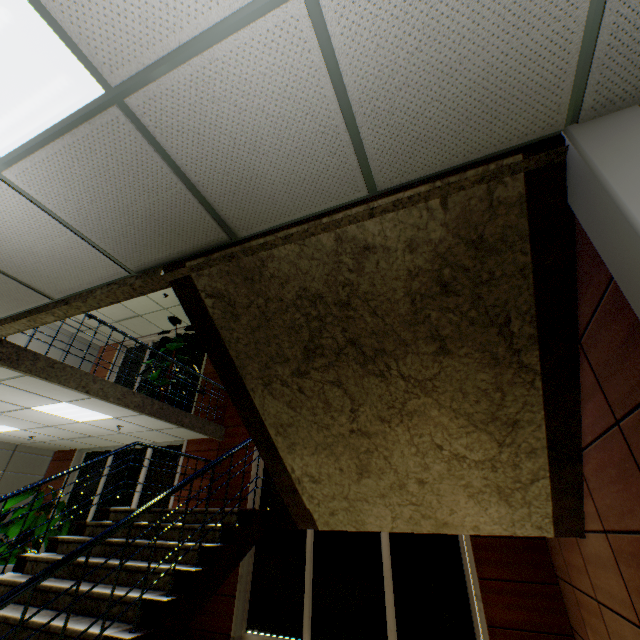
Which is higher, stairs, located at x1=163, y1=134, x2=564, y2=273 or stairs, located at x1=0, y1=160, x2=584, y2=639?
stairs, located at x1=163, y1=134, x2=564, y2=273

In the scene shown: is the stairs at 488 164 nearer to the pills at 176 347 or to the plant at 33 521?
the pills at 176 347

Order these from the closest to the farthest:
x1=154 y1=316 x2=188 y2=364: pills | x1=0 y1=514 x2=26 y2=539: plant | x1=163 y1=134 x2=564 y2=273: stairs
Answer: x1=163 y1=134 x2=564 y2=273: stairs, x1=0 y1=514 x2=26 y2=539: plant, x1=154 y1=316 x2=188 y2=364: pills

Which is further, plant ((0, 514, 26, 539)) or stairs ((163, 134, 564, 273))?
plant ((0, 514, 26, 539))

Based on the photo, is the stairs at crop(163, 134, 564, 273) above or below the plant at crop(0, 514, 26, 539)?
above

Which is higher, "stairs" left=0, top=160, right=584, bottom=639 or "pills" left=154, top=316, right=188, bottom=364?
"pills" left=154, top=316, right=188, bottom=364

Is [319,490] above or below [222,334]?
below
